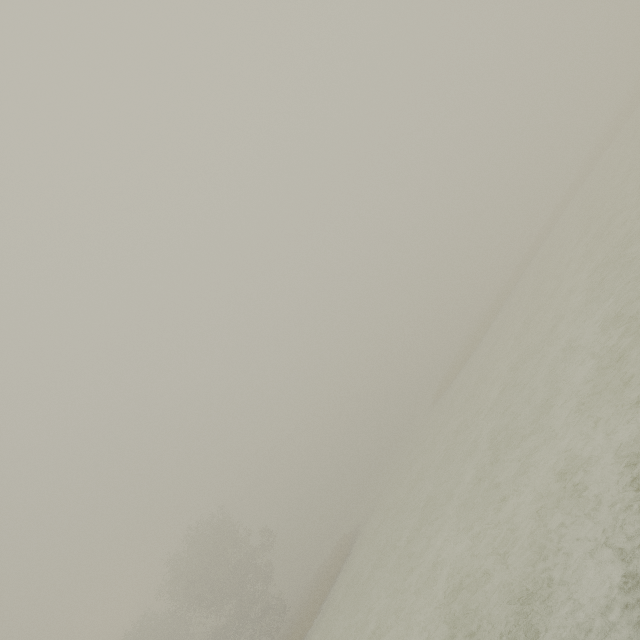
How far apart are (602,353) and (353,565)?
22.3m
